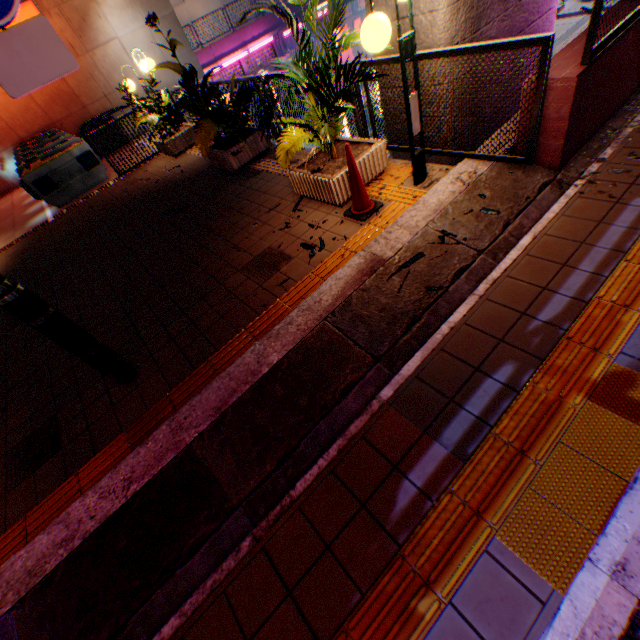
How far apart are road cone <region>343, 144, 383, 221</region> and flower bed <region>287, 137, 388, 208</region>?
0.2 meters

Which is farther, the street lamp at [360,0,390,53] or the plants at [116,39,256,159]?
the plants at [116,39,256,159]

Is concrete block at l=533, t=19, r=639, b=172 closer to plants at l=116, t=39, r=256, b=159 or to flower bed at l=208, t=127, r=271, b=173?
plants at l=116, t=39, r=256, b=159

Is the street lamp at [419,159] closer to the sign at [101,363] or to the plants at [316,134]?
the plants at [316,134]

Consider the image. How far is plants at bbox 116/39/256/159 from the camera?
5.8 meters

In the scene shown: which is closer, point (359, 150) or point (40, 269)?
point (359, 150)

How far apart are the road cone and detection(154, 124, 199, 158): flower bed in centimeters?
702cm

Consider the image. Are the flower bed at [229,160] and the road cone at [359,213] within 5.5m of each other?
yes
